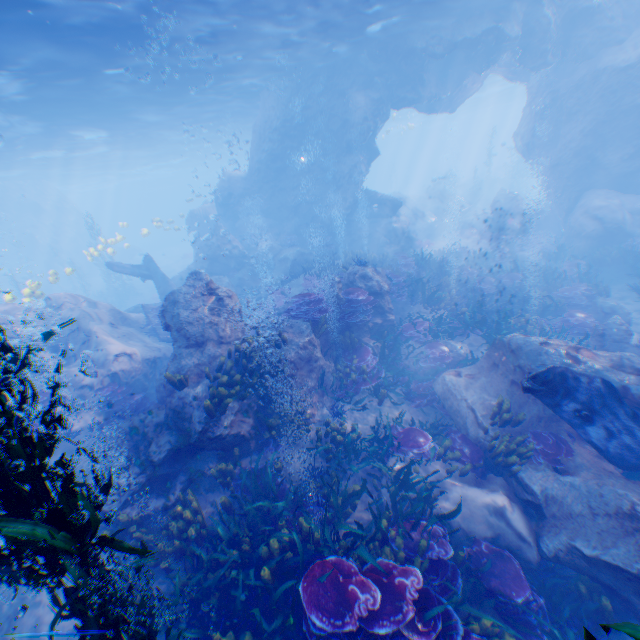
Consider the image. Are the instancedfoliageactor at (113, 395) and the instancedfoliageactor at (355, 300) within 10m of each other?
yes

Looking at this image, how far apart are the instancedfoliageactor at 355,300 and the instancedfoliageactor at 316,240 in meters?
10.9 m

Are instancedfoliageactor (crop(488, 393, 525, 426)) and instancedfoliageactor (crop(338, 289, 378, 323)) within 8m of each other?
yes

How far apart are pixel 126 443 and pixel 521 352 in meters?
9.9

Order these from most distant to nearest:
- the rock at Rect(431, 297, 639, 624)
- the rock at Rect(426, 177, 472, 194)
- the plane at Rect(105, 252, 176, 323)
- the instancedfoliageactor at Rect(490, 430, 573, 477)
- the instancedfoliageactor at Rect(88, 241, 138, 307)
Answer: the rock at Rect(426, 177, 472, 194), the instancedfoliageactor at Rect(88, 241, 138, 307), the plane at Rect(105, 252, 176, 323), the instancedfoliageactor at Rect(490, 430, 573, 477), the rock at Rect(431, 297, 639, 624)

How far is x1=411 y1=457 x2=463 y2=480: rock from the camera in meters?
7.5 m

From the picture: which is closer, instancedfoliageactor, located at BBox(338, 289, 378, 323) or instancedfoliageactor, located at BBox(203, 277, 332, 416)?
instancedfoliageactor, located at BBox(203, 277, 332, 416)

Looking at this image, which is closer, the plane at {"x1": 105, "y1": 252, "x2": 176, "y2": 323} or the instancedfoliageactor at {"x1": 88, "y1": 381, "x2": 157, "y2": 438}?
the instancedfoliageactor at {"x1": 88, "y1": 381, "x2": 157, "y2": 438}
